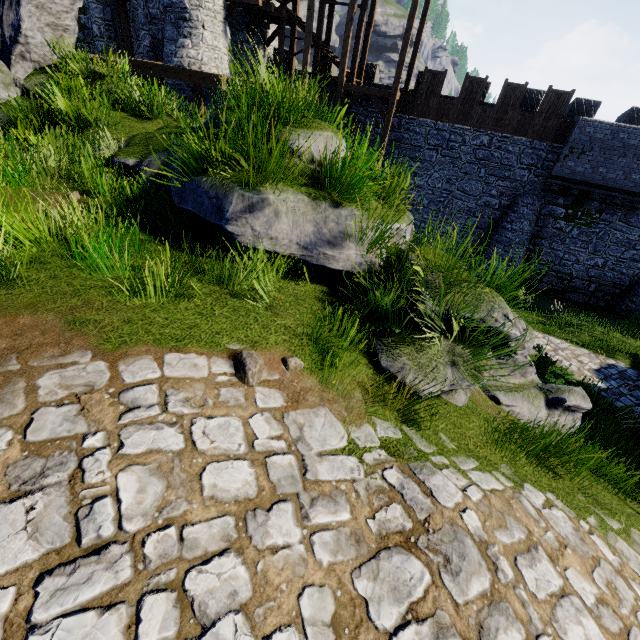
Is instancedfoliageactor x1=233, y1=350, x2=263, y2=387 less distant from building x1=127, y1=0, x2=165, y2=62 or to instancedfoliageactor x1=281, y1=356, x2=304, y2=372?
instancedfoliageactor x1=281, y1=356, x2=304, y2=372

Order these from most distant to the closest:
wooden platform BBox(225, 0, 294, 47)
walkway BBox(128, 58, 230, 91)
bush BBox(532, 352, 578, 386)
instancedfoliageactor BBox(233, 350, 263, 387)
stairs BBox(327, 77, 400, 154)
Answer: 1. stairs BBox(327, 77, 400, 154)
2. wooden platform BBox(225, 0, 294, 47)
3. walkway BBox(128, 58, 230, 91)
4. bush BBox(532, 352, 578, 386)
5. instancedfoliageactor BBox(233, 350, 263, 387)

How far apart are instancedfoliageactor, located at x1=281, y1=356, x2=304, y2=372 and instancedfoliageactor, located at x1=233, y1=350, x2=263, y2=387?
0.3 meters

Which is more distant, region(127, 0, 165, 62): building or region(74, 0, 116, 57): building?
region(74, 0, 116, 57): building

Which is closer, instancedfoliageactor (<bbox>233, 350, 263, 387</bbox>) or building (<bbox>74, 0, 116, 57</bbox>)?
instancedfoliageactor (<bbox>233, 350, 263, 387</bbox>)

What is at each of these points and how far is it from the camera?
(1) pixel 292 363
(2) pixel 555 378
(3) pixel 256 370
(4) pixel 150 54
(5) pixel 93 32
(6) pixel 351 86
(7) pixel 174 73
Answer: (1) instancedfoliageactor, 3.0 meters
(2) bush, 8.1 meters
(3) instancedfoliageactor, 2.7 meters
(4) building, 17.4 meters
(5) building, 17.8 meters
(6) stairs, 17.2 meters
(7) walkway, 14.9 meters

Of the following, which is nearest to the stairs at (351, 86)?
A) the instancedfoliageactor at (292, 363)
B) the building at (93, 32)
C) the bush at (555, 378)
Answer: the building at (93, 32)

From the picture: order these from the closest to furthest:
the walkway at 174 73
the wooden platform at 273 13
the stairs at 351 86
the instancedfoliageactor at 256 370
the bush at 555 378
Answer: the instancedfoliageactor at 256 370, the bush at 555 378, the walkway at 174 73, the wooden platform at 273 13, the stairs at 351 86
